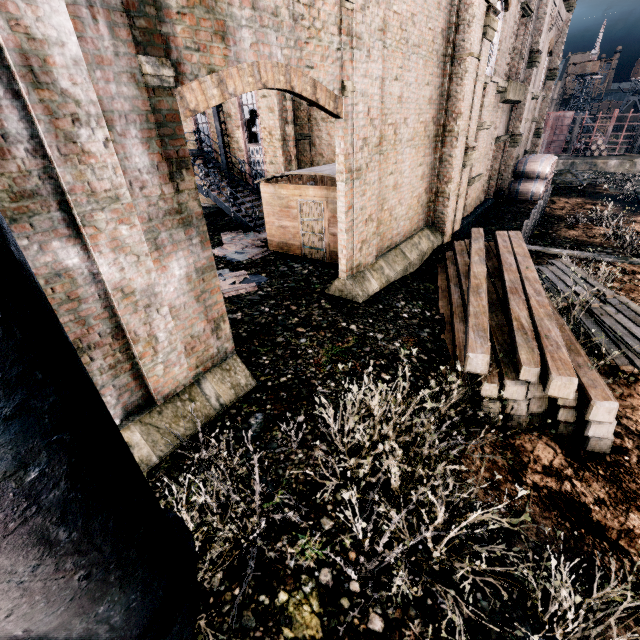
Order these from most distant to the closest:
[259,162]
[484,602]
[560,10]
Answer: [560,10], [259,162], [484,602]

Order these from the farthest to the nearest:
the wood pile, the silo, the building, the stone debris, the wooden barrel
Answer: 1. the stone debris
2. the wooden barrel
3. the wood pile
4. the building
5. the silo

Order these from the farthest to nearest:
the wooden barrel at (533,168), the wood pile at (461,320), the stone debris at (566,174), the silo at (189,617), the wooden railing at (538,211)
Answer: the stone debris at (566,174), the wooden barrel at (533,168), the wooden railing at (538,211), the wood pile at (461,320), the silo at (189,617)

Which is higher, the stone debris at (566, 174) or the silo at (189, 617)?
the silo at (189, 617)

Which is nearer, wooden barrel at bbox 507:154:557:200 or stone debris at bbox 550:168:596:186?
wooden barrel at bbox 507:154:557:200

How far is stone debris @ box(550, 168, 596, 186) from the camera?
28.33m

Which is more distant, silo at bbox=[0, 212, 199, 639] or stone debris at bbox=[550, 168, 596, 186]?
stone debris at bbox=[550, 168, 596, 186]

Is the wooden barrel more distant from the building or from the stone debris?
the stone debris
